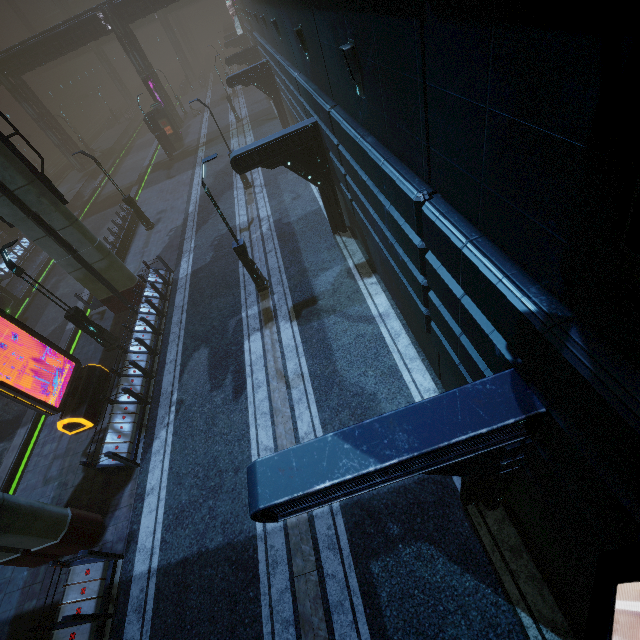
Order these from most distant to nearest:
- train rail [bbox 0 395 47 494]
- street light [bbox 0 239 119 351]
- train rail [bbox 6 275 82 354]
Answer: train rail [bbox 6 275 82 354], train rail [bbox 0 395 47 494], street light [bbox 0 239 119 351]

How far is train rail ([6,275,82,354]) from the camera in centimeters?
1773cm

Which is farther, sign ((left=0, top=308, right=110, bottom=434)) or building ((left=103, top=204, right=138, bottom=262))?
building ((left=103, top=204, right=138, bottom=262))

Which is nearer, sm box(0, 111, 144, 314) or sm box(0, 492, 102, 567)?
sm box(0, 492, 102, 567)

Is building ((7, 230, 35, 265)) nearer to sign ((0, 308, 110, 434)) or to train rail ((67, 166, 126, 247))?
train rail ((67, 166, 126, 247))

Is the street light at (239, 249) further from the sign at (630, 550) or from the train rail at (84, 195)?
the sign at (630, 550)

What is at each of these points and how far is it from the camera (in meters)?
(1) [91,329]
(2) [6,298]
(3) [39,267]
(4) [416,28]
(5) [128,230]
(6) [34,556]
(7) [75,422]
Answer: (1) street light, 14.07
(2) train, 21.08
(3) train rail, 25.52
(4) building, 3.61
(5) building, 22.59
(6) sm, 8.59
(7) sign, 11.68

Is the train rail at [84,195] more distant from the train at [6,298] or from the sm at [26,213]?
the sm at [26,213]
